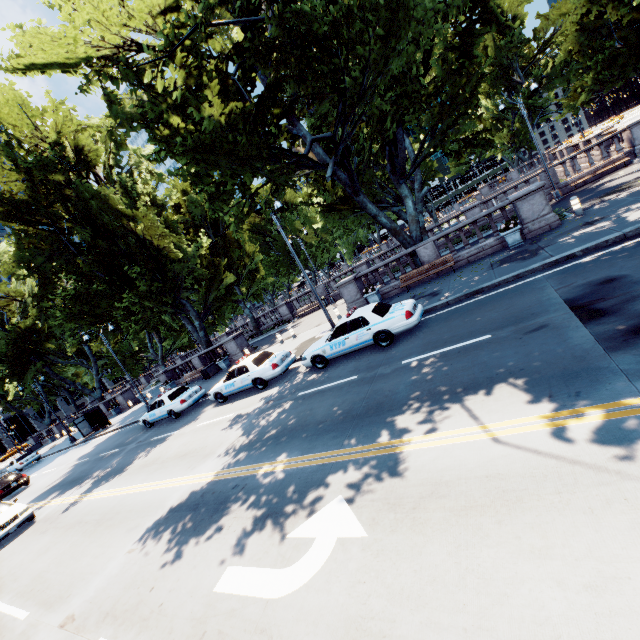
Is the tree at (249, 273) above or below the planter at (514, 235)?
above

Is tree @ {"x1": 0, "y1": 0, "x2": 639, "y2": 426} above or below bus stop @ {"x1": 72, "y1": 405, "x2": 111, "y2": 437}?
above

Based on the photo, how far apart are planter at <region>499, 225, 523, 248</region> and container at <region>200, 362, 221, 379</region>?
21.9 meters

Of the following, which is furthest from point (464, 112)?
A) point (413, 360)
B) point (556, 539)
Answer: point (556, 539)

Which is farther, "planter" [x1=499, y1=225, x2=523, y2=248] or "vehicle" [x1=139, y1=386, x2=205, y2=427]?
"vehicle" [x1=139, y1=386, x2=205, y2=427]

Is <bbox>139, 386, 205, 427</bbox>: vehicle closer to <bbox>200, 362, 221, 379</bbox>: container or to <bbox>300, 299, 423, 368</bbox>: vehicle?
<bbox>200, 362, 221, 379</bbox>: container

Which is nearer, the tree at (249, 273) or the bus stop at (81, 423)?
the tree at (249, 273)
